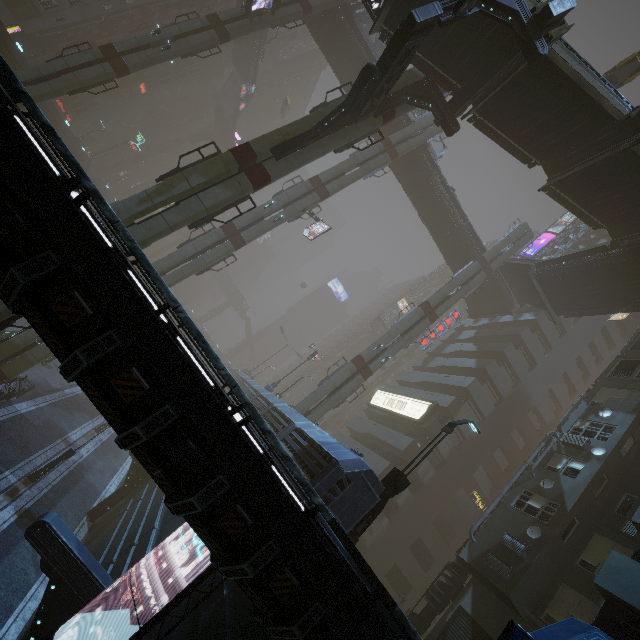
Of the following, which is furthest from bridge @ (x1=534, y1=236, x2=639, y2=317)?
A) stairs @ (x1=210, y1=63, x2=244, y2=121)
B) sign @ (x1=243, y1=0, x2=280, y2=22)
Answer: stairs @ (x1=210, y1=63, x2=244, y2=121)

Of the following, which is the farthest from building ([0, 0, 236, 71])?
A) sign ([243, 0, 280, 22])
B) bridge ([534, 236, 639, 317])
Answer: sign ([243, 0, 280, 22])

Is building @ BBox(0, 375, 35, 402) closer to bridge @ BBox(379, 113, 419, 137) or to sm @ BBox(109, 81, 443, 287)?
sm @ BBox(109, 81, 443, 287)

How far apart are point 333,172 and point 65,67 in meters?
21.0

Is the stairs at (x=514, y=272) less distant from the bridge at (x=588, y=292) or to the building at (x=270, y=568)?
the bridge at (x=588, y=292)

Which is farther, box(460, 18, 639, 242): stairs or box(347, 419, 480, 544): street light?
box(460, 18, 639, 242): stairs

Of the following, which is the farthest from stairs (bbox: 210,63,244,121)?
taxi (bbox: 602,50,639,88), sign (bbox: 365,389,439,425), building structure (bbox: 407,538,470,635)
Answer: building structure (bbox: 407,538,470,635)

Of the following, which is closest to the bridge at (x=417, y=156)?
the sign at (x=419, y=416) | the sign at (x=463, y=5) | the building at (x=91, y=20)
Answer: the building at (x=91, y=20)
